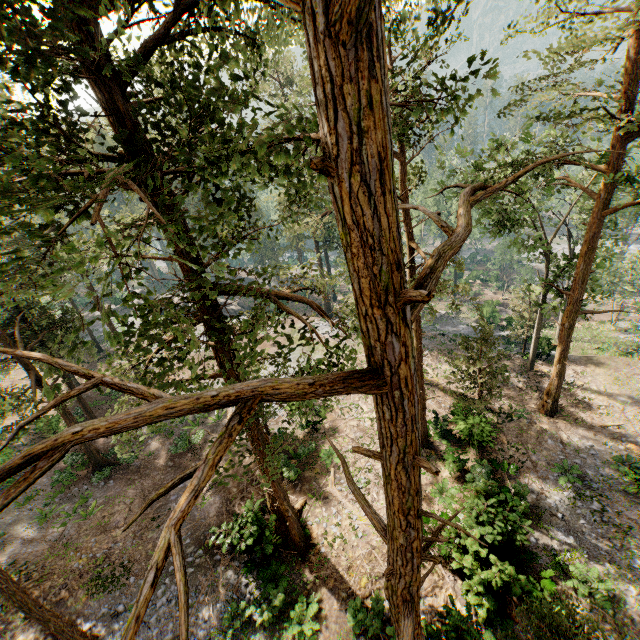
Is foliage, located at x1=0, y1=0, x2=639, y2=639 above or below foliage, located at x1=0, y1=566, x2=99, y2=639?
above

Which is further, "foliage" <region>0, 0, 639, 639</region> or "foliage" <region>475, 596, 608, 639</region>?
"foliage" <region>475, 596, 608, 639</region>

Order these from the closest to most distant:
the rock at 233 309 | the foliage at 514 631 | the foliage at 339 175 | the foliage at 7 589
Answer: the foliage at 339 175 → the foliage at 514 631 → the foliage at 7 589 → the rock at 233 309

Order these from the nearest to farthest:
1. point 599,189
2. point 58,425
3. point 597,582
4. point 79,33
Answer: point 79,33
point 597,582
point 599,189
point 58,425

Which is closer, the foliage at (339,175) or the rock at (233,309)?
the foliage at (339,175)

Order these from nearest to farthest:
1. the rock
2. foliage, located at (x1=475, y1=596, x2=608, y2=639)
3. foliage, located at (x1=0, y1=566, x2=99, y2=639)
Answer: foliage, located at (x1=475, y1=596, x2=608, y2=639) < foliage, located at (x1=0, y1=566, x2=99, y2=639) < the rock

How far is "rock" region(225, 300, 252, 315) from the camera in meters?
46.7 m
